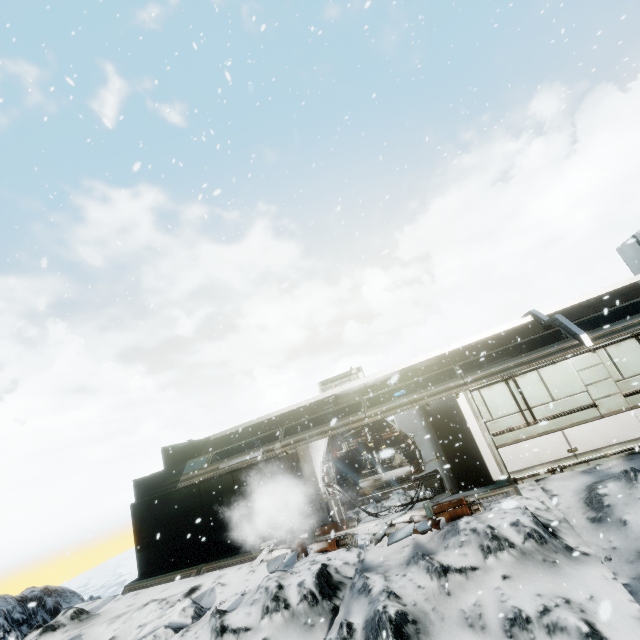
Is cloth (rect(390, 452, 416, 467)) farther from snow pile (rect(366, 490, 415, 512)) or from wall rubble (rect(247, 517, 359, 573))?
wall rubble (rect(247, 517, 359, 573))

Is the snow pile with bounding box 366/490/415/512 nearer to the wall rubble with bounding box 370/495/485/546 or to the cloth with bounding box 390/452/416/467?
the wall rubble with bounding box 370/495/485/546

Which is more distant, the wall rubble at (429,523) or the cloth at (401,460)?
the cloth at (401,460)

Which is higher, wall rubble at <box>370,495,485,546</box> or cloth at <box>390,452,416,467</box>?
cloth at <box>390,452,416,467</box>

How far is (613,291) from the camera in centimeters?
1181cm

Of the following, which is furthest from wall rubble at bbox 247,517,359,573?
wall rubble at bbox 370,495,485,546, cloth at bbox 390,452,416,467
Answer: cloth at bbox 390,452,416,467

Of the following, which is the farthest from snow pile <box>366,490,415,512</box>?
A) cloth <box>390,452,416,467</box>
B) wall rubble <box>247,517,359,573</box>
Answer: cloth <box>390,452,416,467</box>

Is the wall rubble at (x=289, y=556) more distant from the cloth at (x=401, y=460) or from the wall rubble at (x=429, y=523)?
the cloth at (x=401, y=460)
